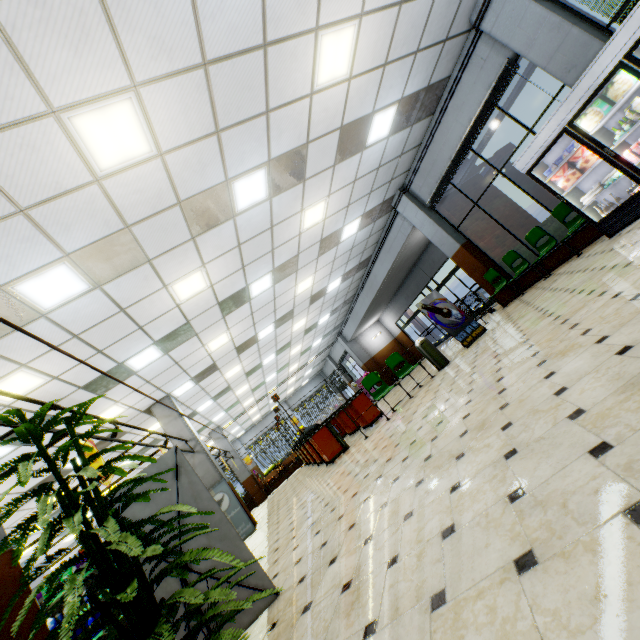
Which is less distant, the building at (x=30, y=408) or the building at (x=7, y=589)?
the building at (x=7, y=589)

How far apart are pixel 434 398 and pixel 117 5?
6.4m

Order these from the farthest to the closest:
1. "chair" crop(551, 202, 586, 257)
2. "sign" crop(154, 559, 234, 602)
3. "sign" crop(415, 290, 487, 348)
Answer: "sign" crop(415, 290, 487, 348)
"chair" crop(551, 202, 586, 257)
"sign" crop(154, 559, 234, 602)

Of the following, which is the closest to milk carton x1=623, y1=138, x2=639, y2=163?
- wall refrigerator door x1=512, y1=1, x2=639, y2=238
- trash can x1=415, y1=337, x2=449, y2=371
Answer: wall refrigerator door x1=512, y1=1, x2=639, y2=238

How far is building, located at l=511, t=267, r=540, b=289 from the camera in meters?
8.8 m

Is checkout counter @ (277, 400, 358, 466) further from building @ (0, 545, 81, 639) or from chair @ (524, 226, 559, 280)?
chair @ (524, 226, 559, 280)

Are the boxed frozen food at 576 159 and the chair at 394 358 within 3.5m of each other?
no

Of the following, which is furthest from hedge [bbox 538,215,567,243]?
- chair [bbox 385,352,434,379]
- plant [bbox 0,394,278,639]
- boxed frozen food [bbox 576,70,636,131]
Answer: plant [bbox 0,394,278,639]
